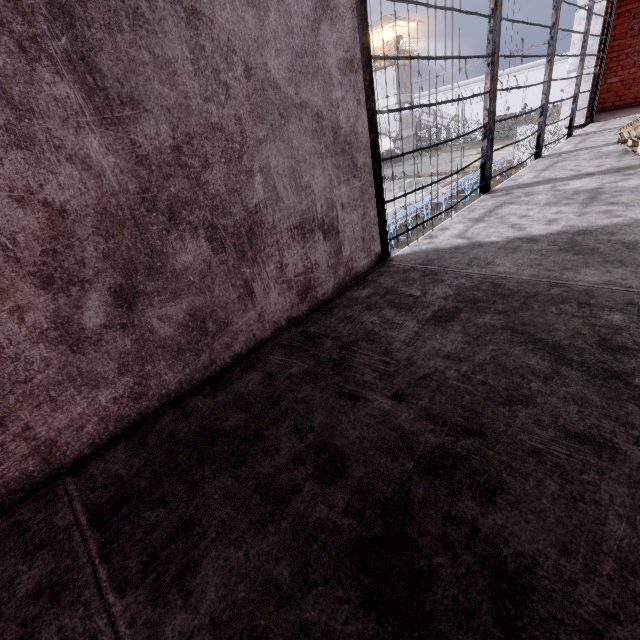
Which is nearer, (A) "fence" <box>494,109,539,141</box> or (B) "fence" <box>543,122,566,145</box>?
(B) "fence" <box>543,122,566,145</box>

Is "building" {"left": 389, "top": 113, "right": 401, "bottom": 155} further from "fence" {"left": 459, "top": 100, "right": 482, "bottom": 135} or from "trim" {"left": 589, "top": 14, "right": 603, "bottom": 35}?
"trim" {"left": 589, "top": 14, "right": 603, "bottom": 35}

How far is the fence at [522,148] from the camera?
23.4 meters

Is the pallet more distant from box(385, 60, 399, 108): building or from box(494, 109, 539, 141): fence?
box(385, 60, 399, 108): building

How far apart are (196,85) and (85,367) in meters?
1.1 m

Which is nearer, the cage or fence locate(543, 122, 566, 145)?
the cage

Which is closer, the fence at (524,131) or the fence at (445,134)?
the fence at (524,131)

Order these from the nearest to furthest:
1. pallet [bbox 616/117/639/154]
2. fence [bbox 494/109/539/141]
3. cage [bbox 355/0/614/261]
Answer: cage [bbox 355/0/614/261], pallet [bbox 616/117/639/154], fence [bbox 494/109/539/141]
